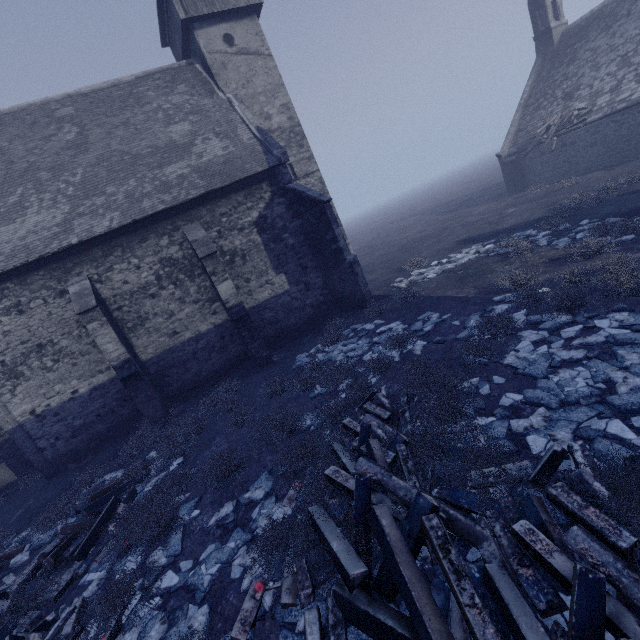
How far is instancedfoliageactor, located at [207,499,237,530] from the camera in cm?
565

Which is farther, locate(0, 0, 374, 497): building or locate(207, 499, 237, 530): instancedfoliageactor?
locate(0, 0, 374, 497): building

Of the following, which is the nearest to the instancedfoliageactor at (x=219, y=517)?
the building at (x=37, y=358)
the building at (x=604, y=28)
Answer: the building at (x=37, y=358)

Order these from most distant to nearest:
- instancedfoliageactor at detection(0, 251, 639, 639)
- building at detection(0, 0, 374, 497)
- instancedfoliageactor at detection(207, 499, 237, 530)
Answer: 1. building at detection(0, 0, 374, 497)
2. instancedfoliageactor at detection(207, 499, 237, 530)
3. instancedfoliageactor at detection(0, 251, 639, 639)

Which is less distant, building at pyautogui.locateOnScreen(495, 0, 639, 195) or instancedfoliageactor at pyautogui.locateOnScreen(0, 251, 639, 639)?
instancedfoliageactor at pyautogui.locateOnScreen(0, 251, 639, 639)

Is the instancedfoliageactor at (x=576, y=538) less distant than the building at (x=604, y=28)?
Yes

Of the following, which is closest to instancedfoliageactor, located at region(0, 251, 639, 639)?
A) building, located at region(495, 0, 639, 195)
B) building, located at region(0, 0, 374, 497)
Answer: building, located at region(0, 0, 374, 497)

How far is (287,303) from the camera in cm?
1402
